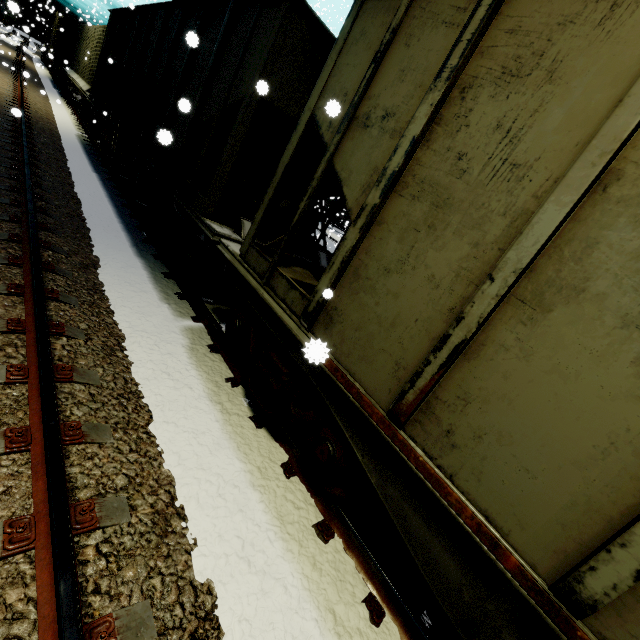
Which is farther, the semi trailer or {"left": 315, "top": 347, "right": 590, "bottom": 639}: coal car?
the semi trailer

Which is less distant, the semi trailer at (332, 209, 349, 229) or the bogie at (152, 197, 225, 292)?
the bogie at (152, 197, 225, 292)

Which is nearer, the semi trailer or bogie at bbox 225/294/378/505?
bogie at bbox 225/294/378/505

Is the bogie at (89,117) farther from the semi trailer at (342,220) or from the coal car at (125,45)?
the semi trailer at (342,220)

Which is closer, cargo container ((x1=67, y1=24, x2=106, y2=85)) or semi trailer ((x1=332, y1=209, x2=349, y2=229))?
cargo container ((x1=67, y1=24, x2=106, y2=85))

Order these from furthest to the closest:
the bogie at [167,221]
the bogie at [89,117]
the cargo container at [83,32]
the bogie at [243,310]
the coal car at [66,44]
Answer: the coal car at [66,44]
the cargo container at [83,32]
the bogie at [89,117]
the bogie at [167,221]
the bogie at [243,310]

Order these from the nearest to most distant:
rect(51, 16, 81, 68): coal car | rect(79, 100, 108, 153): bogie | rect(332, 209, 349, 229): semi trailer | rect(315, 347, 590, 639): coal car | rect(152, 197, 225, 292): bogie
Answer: rect(315, 347, 590, 639): coal car < rect(152, 197, 225, 292): bogie < rect(79, 100, 108, 153): bogie < rect(51, 16, 81, 68): coal car < rect(332, 209, 349, 229): semi trailer

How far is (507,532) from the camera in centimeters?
173cm
